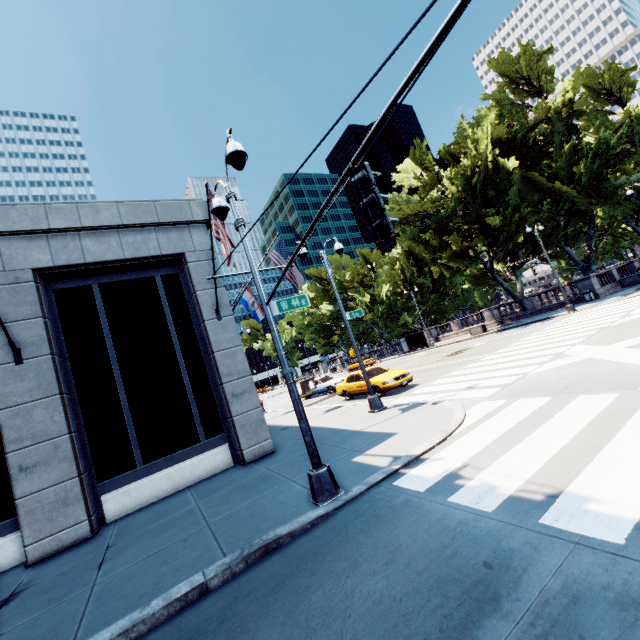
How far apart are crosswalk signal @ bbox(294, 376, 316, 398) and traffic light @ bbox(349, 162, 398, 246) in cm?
379

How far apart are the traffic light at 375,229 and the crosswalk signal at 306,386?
3.8m

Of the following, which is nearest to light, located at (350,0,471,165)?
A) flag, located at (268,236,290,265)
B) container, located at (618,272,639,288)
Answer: flag, located at (268,236,290,265)

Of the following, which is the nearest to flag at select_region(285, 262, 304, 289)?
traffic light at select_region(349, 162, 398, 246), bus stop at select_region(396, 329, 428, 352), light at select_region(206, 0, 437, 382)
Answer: light at select_region(206, 0, 437, 382)

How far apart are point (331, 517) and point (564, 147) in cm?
3465

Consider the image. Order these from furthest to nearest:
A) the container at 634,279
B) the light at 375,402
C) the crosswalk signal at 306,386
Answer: the container at 634,279 → the light at 375,402 → the crosswalk signal at 306,386

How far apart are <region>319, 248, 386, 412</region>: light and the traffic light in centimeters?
934cm

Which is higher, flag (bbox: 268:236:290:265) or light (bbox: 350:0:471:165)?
flag (bbox: 268:236:290:265)
